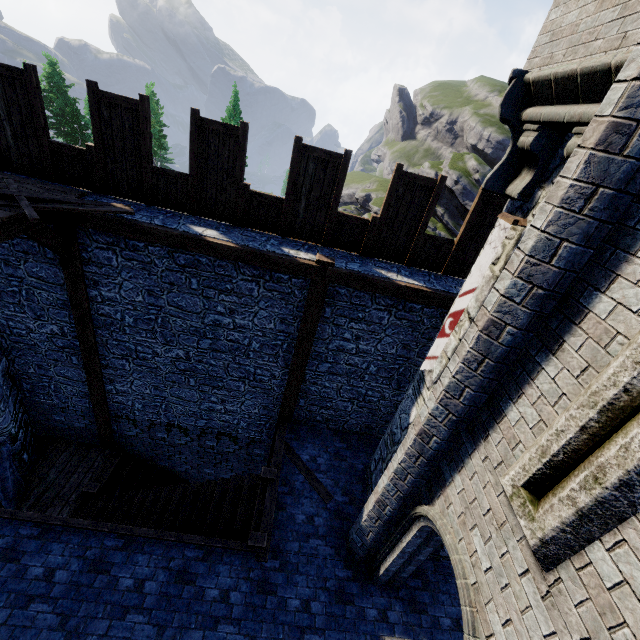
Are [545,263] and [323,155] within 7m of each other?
yes

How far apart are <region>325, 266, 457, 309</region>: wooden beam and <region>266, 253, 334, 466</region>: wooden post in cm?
1

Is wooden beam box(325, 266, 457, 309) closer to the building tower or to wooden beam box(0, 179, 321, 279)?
wooden beam box(0, 179, 321, 279)

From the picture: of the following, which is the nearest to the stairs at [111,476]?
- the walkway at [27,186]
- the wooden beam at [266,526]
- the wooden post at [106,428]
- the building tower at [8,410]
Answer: the wooden beam at [266,526]

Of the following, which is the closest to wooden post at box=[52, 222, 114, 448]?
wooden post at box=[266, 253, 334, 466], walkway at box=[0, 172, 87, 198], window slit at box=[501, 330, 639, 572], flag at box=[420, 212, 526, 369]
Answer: walkway at box=[0, 172, 87, 198]

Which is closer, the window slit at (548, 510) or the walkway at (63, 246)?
the window slit at (548, 510)

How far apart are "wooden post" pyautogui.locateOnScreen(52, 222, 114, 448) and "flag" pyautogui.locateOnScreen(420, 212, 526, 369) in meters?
7.2

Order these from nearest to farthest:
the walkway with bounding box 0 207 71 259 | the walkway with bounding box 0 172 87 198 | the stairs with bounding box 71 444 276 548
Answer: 1. the walkway with bounding box 0 207 71 259
2. the walkway with bounding box 0 172 87 198
3. the stairs with bounding box 71 444 276 548
